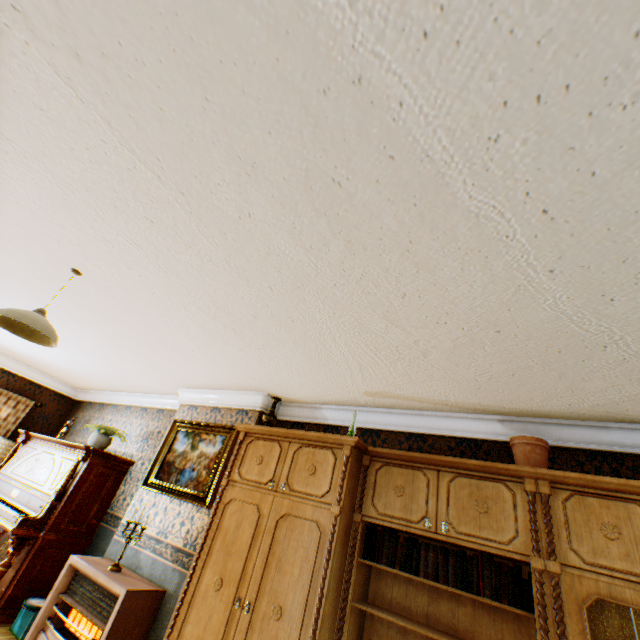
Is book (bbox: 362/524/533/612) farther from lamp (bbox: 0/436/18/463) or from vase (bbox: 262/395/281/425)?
lamp (bbox: 0/436/18/463)

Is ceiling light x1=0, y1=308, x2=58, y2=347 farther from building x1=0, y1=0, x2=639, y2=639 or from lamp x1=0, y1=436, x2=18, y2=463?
lamp x1=0, y1=436, x2=18, y2=463

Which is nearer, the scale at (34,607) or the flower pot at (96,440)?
the scale at (34,607)

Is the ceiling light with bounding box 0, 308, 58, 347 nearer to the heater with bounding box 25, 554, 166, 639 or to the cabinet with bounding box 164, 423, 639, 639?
the cabinet with bounding box 164, 423, 639, 639

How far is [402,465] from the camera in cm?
285

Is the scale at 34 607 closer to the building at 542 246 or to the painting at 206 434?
the building at 542 246

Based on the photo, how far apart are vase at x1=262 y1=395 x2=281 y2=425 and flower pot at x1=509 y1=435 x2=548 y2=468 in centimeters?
234cm

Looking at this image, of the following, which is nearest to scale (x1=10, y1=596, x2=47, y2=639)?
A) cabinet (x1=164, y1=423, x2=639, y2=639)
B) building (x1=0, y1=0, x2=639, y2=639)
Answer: building (x1=0, y1=0, x2=639, y2=639)
